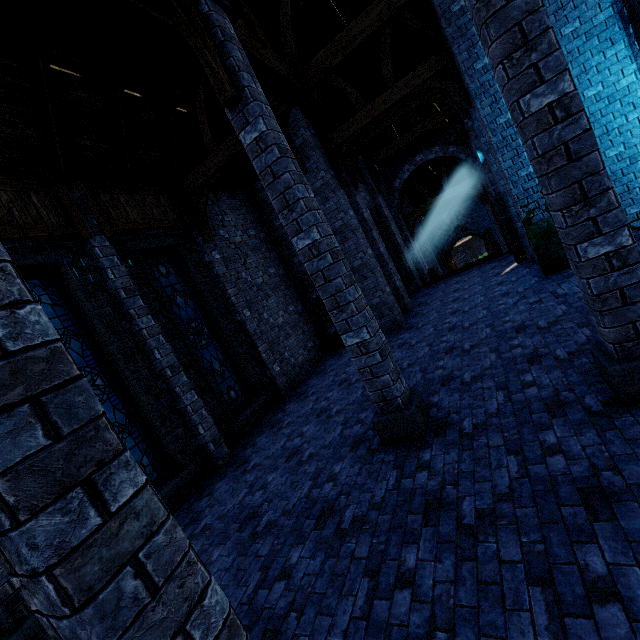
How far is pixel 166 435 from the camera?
Result: 6.69m

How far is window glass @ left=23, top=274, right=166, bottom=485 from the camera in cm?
610

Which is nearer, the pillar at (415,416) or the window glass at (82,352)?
the pillar at (415,416)

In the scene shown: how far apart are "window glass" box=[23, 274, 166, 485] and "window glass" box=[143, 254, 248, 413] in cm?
188

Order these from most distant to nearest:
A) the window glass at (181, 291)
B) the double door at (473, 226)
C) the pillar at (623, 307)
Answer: the double door at (473, 226)
the window glass at (181, 291)
the pillar at (623, 307)

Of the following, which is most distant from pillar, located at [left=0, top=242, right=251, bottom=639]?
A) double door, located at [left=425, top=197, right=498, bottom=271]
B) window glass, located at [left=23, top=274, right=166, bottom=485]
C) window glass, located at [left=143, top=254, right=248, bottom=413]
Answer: double door, located at [left=425, top=197, right=498, bottom=271]

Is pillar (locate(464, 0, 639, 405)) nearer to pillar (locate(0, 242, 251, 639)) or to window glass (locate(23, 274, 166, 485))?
pillar (locate(0, 242, 251, 639))

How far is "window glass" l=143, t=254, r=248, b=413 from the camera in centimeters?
838cm
